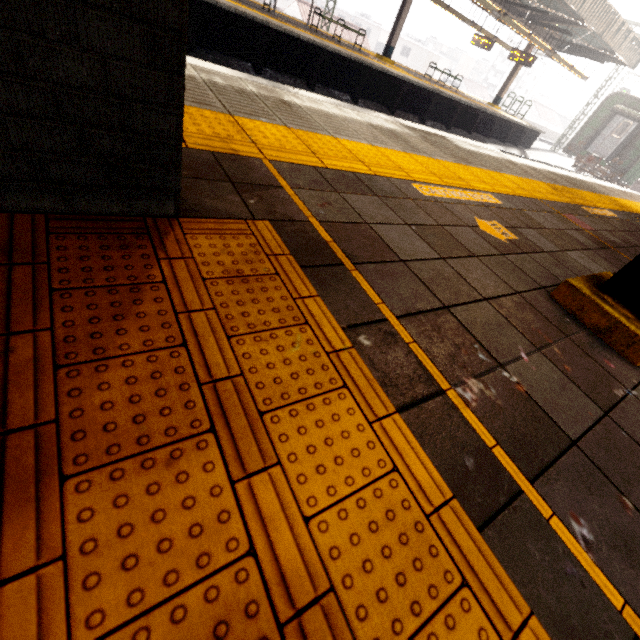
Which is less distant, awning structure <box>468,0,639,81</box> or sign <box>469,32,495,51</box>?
awning structure <box>468,0,639,81</box>

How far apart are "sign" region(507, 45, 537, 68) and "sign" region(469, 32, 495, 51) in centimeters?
139cm

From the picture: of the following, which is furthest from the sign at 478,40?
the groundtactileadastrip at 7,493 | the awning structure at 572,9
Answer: the groundtactileadastrip at 7,493

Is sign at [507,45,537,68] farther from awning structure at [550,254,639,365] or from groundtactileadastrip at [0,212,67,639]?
groundtactileadastrip at [0,212,67,639]

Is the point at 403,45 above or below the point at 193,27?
above

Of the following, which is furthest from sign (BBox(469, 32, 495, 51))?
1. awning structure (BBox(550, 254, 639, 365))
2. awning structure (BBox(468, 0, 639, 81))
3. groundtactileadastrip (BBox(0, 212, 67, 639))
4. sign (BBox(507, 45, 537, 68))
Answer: groundtactileadastrip (BBox(0, 212, 67, 639))

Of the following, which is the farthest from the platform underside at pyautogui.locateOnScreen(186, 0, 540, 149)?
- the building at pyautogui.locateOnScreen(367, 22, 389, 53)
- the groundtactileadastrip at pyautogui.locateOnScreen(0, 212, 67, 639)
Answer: the building at pyautogui.locateOnScreen(367, 22, 389, 53)

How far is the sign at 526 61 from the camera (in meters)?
16.64
